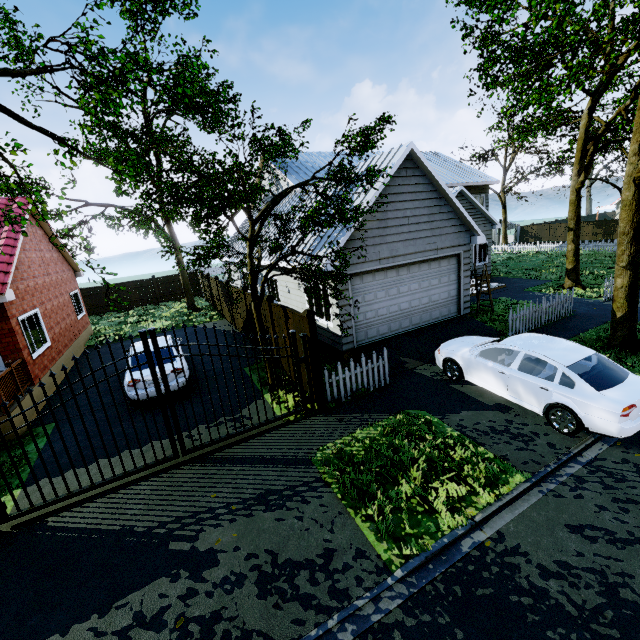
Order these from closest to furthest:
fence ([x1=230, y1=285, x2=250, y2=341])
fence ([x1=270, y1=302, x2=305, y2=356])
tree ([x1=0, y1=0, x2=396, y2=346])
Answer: tree ([x1=0, y1=0, x2=396, y2=346]) → fence ([x1=270, y1=302, x2=305, y2=356]) → fence ([x1=230, y1=285, x2=250, y2=341])

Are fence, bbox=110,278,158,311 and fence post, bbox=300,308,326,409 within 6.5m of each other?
no

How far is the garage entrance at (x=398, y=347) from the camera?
10.1 meters

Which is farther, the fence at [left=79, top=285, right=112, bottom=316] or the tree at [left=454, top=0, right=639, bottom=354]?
the fence at [left=79, top=285, right=112, bottom=316]

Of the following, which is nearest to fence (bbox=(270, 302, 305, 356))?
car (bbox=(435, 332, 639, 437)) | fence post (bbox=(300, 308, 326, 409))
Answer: fence post (bbox=(300, 308, 326, 409))

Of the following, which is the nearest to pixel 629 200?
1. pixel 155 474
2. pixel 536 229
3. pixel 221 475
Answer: pixel 221 475

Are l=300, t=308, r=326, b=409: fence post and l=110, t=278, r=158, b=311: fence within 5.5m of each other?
no

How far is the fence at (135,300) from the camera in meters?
25.4
